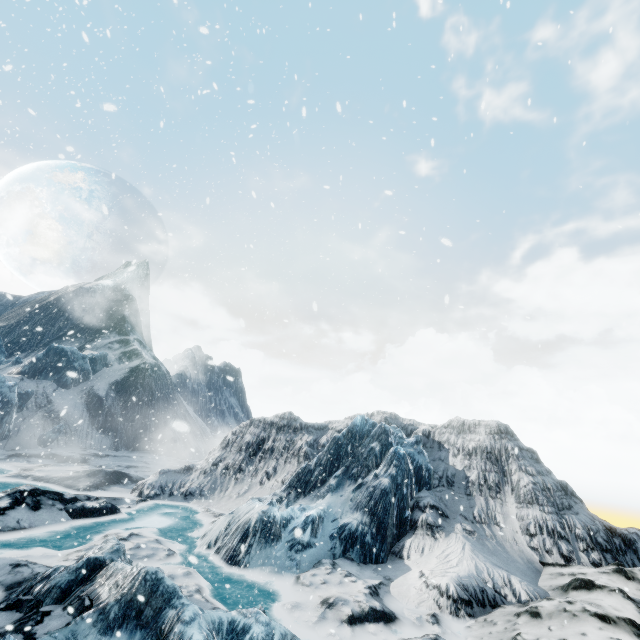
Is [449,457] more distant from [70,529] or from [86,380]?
[86,380]
